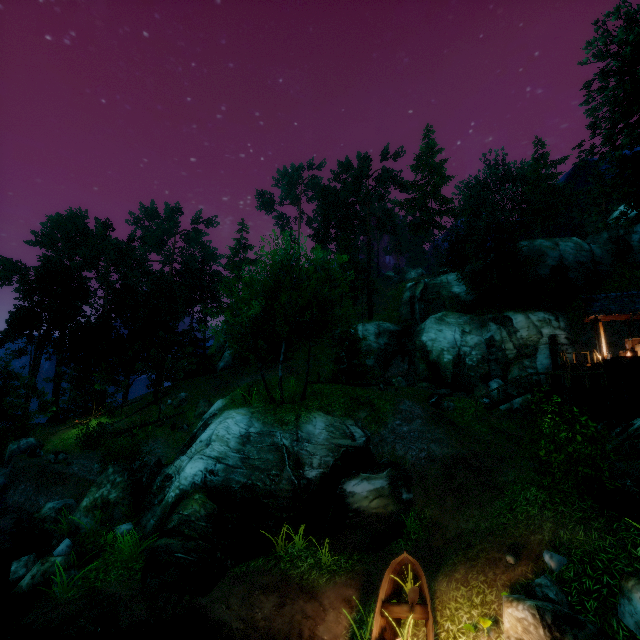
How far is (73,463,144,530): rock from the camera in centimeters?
1345cm

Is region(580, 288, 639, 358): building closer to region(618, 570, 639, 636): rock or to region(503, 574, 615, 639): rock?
region(618, 570, 639, 636): rock

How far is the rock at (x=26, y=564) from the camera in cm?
995

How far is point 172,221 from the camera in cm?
5369

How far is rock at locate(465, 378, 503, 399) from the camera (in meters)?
24.38

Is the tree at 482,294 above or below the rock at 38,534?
above

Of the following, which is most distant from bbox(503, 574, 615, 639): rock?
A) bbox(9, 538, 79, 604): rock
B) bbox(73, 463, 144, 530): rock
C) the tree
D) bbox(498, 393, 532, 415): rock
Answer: bbox(498, 393, 532, 415): rock

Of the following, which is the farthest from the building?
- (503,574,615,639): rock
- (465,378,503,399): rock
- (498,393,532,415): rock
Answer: (503,574,615,639): rock
